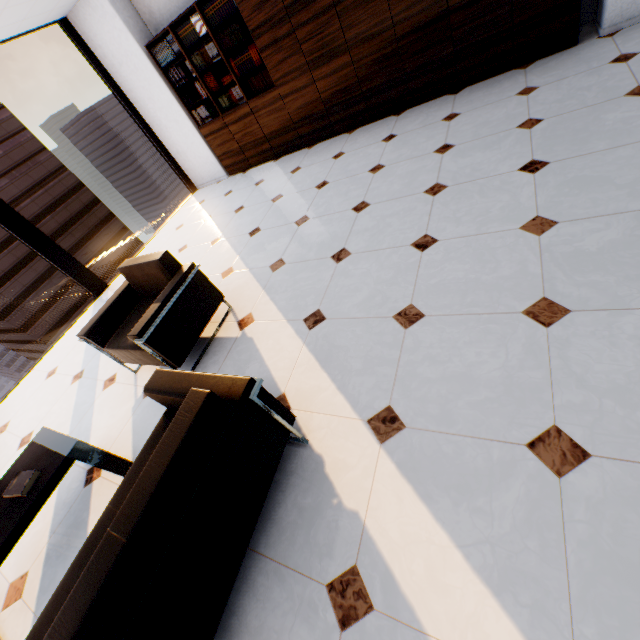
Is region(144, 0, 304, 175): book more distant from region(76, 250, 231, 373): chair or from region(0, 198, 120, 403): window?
region(76, 250, 231, 373): chair

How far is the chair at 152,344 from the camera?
2.5 meters

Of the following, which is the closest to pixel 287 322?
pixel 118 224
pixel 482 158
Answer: pixel 482 158

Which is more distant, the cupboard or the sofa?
the cupboard

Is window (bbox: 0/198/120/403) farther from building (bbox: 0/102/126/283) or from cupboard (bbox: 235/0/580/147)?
building (bbox: 0/102/126/283)

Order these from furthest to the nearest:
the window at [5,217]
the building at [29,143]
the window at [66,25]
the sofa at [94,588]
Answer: the building at [29,143], the window at [66,25], the window at [5,217], the sofa at [94,588]

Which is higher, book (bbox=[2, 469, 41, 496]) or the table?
book (bbox=[2, 469, 41, 496])
